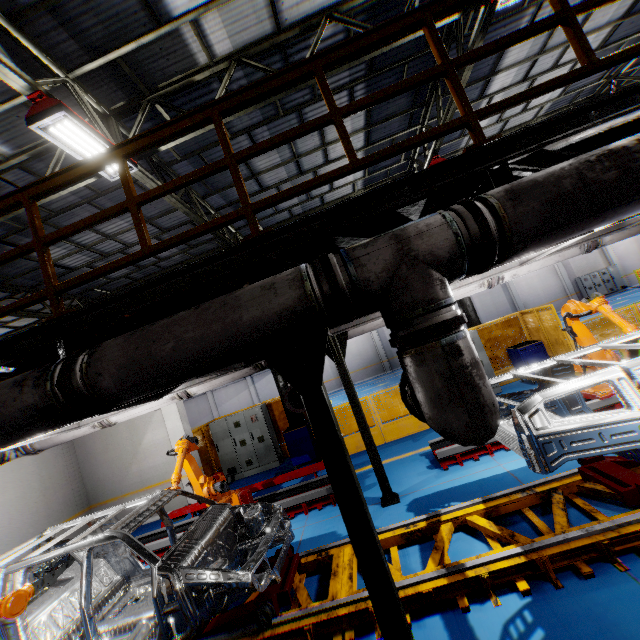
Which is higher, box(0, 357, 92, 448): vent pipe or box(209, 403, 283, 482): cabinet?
box(0, 357, 92, 448): vent pipe

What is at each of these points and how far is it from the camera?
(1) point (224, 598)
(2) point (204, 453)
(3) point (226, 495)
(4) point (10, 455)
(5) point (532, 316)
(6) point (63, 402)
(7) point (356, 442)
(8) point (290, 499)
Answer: (1) chassis, 4.1 meters
(2) metal panel, 11.0 meters
(3) robot arm, 7.5 meters
(4) vent pipe, 7.3 meters
(5) metal panel, 10.7 meters
(6) vent pipe, 2.3 meters
(7) metal panel, 9.8 meters
(8) metal platform, 7.0 meters

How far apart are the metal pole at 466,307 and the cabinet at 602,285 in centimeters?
1942cm

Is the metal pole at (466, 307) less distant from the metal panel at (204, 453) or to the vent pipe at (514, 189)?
the metal panel at (204, 453)

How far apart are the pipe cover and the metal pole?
8.5m

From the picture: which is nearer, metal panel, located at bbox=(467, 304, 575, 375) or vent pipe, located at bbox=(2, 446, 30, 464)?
vent pipe, located at bbox=(2, 446, 30, 464)

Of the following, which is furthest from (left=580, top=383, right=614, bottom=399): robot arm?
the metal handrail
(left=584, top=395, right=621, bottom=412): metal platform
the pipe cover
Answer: the pipe cover

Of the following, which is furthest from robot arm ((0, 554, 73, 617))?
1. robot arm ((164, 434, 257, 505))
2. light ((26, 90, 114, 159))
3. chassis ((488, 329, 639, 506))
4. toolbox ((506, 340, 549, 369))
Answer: toolbox ((506, 340, 549, 369))
